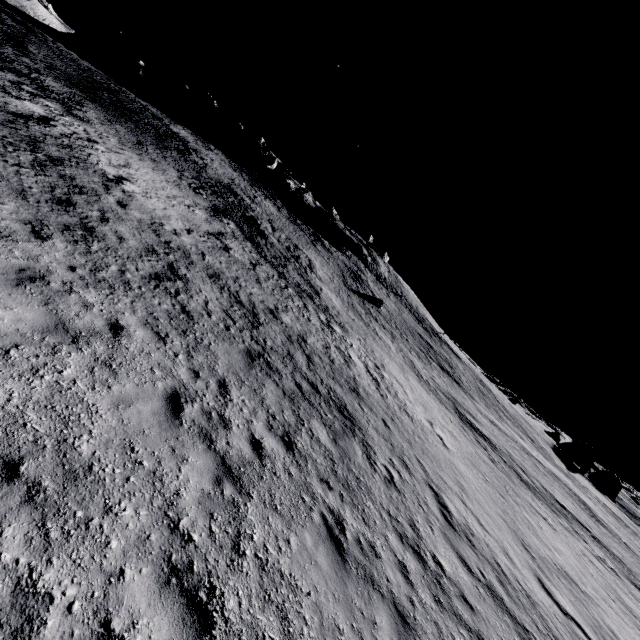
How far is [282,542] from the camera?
5.4m

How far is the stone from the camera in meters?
53.5

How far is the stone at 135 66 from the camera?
53.5m
